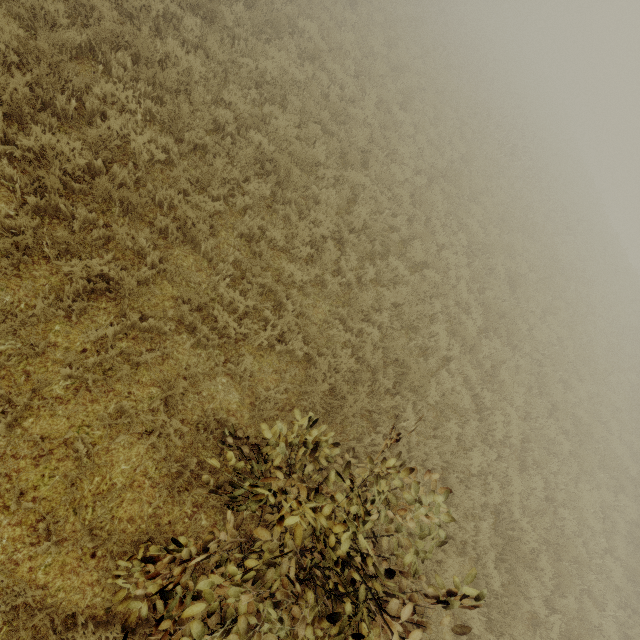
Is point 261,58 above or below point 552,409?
above

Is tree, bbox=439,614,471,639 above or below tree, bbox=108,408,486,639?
above

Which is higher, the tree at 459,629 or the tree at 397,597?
the tree at 459,629
